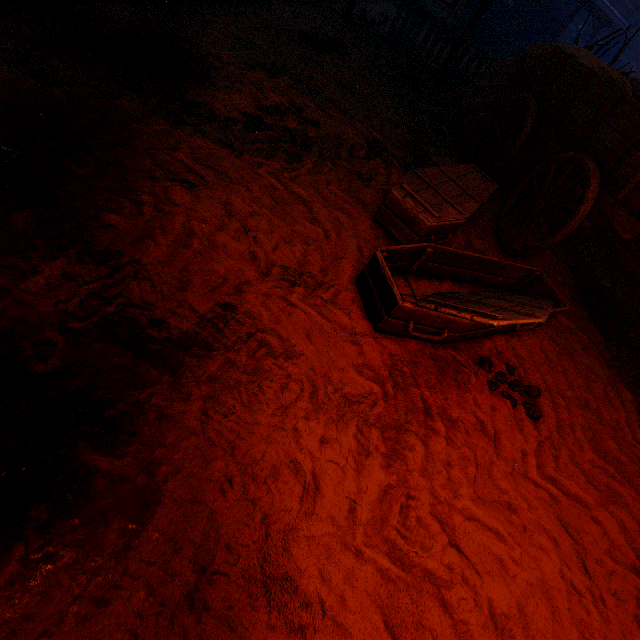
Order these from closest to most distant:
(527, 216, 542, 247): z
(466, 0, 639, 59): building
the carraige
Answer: the carraige → (527, 216, 542, 247): z → (466, 0, 639, 59): building

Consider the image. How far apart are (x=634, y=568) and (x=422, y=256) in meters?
2.5 m

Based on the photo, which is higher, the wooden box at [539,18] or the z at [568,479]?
the wooden box at [539,18]

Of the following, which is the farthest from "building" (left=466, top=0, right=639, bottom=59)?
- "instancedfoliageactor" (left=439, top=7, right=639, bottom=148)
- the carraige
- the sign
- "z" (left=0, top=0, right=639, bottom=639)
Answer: the sign

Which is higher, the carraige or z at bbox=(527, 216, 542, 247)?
the carraige

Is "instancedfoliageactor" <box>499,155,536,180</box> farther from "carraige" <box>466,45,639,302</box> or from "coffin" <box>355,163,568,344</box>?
"coffin" <box>355,163,568,344</box>

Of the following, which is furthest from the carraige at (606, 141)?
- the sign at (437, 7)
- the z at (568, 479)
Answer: the sign at (437, 7)

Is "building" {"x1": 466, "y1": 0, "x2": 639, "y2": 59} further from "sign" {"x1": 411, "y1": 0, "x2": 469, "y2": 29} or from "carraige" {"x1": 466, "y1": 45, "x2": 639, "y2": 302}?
"sign" {"x1": 411, "y1": 0, "x2": 469, "y2": 29}
